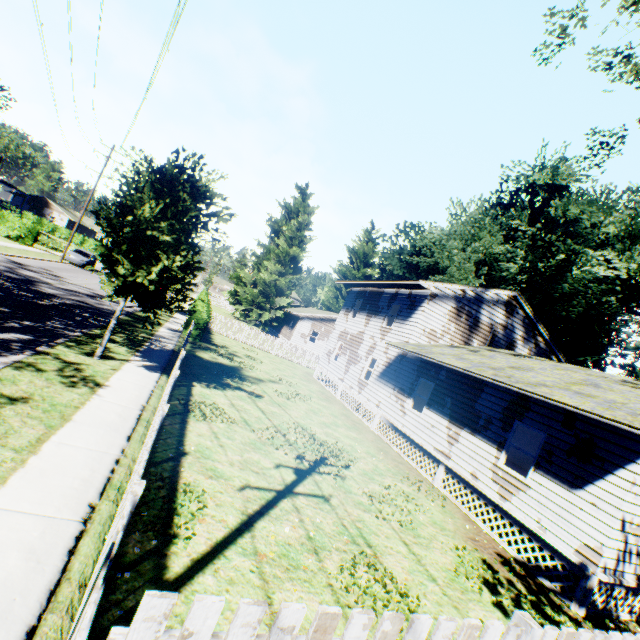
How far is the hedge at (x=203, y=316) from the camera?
19.9m

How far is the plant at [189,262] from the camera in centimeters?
884cm

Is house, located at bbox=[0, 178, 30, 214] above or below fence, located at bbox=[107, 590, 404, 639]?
above

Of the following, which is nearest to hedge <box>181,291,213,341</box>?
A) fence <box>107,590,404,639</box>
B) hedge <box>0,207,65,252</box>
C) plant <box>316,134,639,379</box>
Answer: plant <box>316,134,639,379</box>

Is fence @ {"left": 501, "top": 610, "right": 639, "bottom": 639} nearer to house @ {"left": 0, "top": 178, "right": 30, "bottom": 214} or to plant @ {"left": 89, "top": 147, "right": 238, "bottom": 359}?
plant @ {"left": 89, "top": 147, "right": 238, "bottom": 359}

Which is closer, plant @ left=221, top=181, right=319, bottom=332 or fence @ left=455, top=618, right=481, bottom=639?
fence @ left=455, top=618, right=481, bottom=639

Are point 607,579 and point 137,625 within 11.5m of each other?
yes

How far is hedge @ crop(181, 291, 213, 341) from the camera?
19.9m
